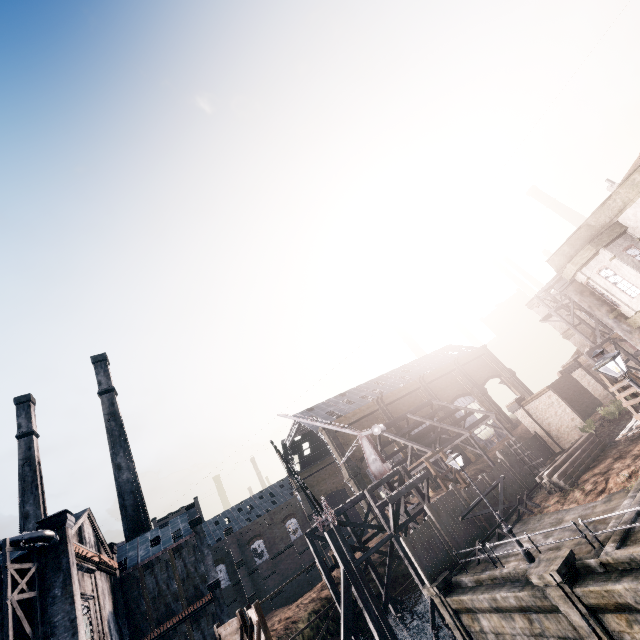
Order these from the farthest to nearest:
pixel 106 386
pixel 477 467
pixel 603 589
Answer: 1. pixel 106 386
2. pixel 477 467
3. pixel 603 589

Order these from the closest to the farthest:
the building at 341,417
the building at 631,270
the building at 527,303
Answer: the building at 631,270, the building at 527,303, the building at 341,417

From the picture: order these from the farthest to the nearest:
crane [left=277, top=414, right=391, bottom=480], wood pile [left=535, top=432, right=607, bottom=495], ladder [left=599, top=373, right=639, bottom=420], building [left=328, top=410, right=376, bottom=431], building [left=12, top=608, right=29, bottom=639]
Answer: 1. building [left=328, top=410, right=376, bottom=431]
2. crane [left=277, top=414, right=391, bottom=480]
3. wood pile [left=535, top=432, right=607, bottom=495]
4. building [left=12, top=608, right=29, bottom=639]
5. ladder [left=599, top=373, right=639, bottom=420]

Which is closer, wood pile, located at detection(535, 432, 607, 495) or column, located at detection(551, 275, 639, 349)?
column, located at detection(551, 275, 639, 349)

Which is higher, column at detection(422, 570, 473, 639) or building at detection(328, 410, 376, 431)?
Answer: building at detection(328, 410, 376, 431)

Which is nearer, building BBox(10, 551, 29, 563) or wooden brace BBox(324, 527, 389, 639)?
building BBox(10, 551, 29, 563)

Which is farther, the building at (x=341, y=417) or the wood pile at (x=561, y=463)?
the building at (x=341, y=417)

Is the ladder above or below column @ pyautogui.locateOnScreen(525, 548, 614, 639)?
above
